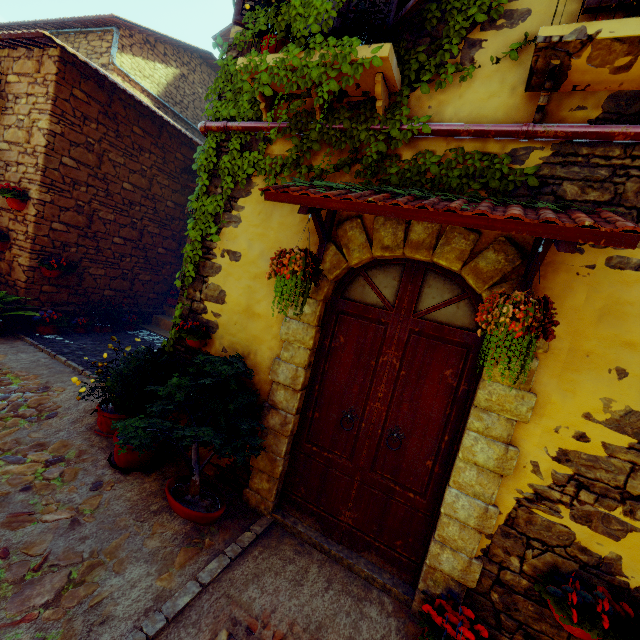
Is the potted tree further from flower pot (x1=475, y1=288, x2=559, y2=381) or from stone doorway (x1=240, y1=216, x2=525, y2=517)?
flower pot (x1=475, y1=288, x2=559, y2=381)

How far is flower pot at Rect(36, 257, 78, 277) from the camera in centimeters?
610cm

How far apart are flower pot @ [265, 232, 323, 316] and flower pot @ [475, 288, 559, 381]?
1.28m

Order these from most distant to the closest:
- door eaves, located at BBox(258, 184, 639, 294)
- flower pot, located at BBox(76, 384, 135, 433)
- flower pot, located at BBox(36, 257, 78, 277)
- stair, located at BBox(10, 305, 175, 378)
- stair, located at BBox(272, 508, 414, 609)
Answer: flower pot, located at BBox(36, 257, 78, 277) < stair, located at BBox(10, 305, 175, 378) < flower pot, located at BBox(76, 384, 135, 433) < stair, located at BBox(272, 508, 414, 609) < door eaves, located at BBox(258, 184, 639, 294)

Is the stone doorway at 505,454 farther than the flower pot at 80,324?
No

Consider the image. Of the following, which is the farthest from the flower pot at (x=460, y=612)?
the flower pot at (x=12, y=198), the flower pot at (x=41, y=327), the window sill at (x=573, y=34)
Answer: the flower pot at (x=12, y=198)

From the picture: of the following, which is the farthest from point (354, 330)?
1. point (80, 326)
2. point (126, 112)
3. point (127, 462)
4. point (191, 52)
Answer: point (191, 52)

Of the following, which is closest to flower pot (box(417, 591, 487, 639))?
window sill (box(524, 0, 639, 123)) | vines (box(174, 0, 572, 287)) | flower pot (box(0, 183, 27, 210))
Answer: vines (box(174, 0, 572, 287))
